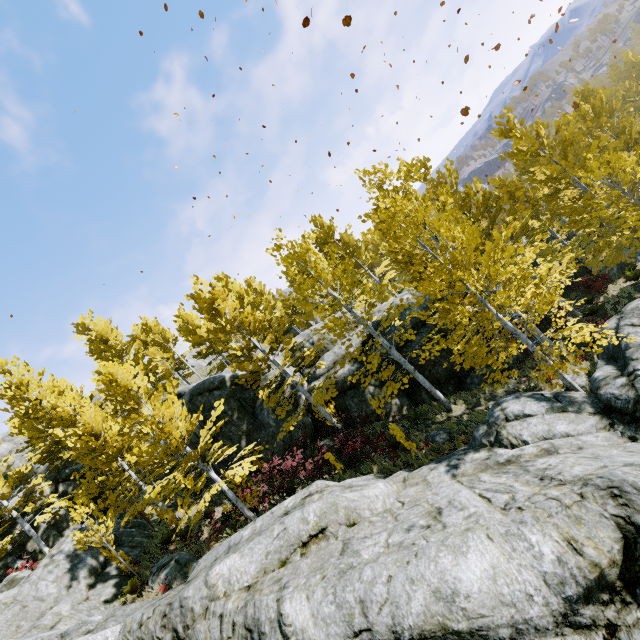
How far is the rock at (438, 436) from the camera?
11.9 meters

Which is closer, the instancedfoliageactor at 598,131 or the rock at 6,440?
the instancedfoliageactor at 598,131

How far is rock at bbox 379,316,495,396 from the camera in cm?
1667

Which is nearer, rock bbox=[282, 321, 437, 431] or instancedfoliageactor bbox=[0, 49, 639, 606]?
instancedfoliageactor bbox=[0, 49, 639, 606]

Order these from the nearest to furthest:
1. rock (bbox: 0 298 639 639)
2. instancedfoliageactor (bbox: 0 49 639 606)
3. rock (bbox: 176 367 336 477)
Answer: rock (bbox: 0 298 639 639) → instancedfoliageactor (bbox: 0 49 639 606) → rock (bbox: 176 367 336 477)

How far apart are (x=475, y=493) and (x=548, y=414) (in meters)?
3.62
